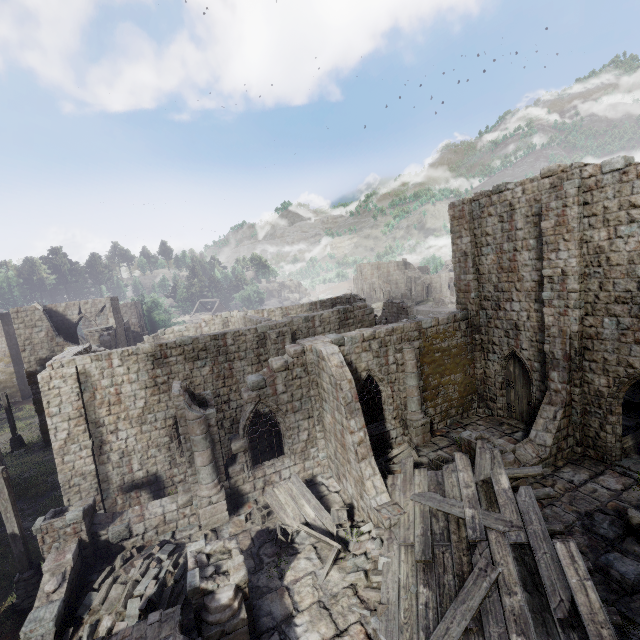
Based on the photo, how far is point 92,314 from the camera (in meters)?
29.83

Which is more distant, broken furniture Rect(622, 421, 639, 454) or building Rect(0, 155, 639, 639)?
broken furniture Rect(622, 421, 639, 454)

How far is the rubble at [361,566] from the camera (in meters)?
8.80

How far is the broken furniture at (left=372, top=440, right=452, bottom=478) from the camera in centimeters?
1332cm

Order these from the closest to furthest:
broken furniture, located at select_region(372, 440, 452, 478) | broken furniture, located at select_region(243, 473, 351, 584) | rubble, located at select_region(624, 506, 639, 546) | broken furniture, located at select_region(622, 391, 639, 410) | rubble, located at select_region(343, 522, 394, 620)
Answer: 1. rubble, located at select_region(343, 522, 394, 620)
2. rubble, located at select_region(624, 506, 639, 546)
3. broken furniture, located at select_region(243, 473, 351, 584)
4. broken furniture, located at select_region(372, 440, 452, 478)
5. broken furniture, located at select_region(622, 391, 639, 410)

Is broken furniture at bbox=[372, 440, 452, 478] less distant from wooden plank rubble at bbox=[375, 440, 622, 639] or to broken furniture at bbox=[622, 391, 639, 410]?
wooden plank rubble at bbox=[375, 440, 622, 639]

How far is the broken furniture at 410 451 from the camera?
13.3 meters

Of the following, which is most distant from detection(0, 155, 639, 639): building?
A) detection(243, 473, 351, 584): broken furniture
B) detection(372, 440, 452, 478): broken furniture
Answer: detection(243, 473, 351, 584): broken furniture
